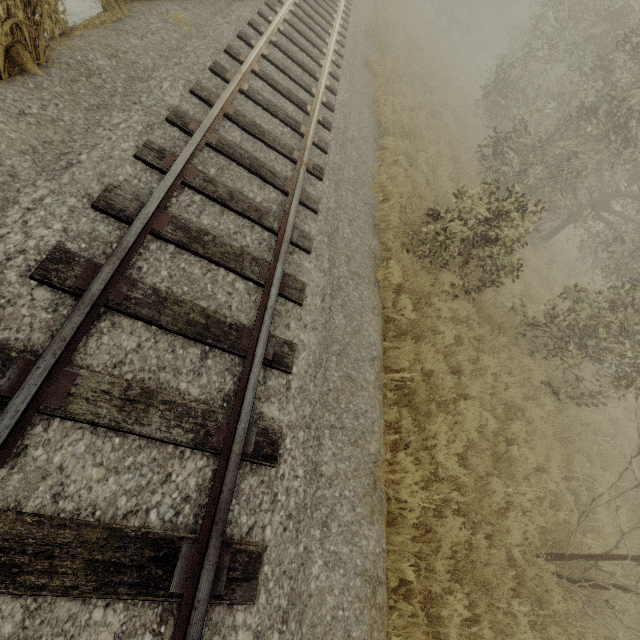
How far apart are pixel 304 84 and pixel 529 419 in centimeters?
905cm
